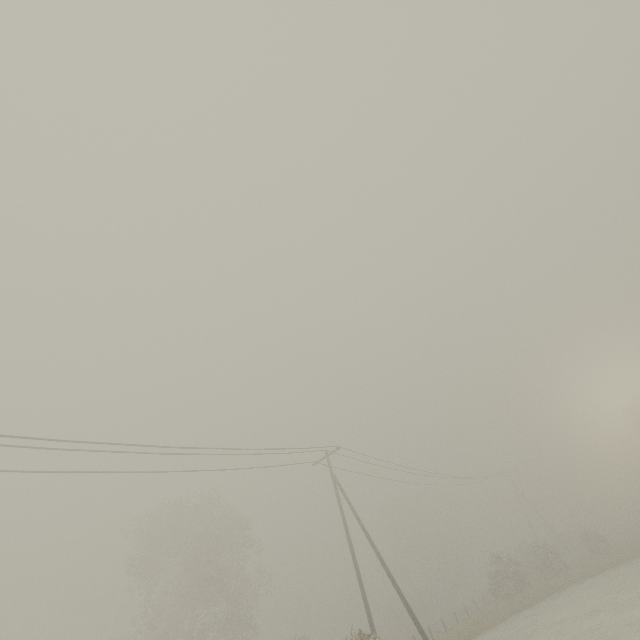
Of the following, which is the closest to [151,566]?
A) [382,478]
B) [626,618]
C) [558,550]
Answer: [382,478]
